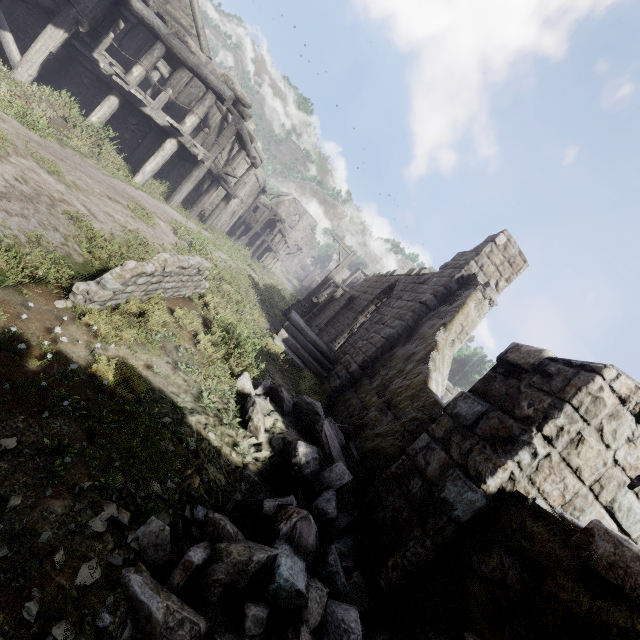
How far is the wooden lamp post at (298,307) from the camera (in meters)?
15.93

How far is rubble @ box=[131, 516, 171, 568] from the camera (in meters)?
2.52

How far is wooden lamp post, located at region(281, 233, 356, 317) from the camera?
15.93m

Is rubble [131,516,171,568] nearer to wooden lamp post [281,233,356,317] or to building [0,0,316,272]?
building [0,0,316,272]

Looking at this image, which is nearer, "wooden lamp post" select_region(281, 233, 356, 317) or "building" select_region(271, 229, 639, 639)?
"building" select_region(271, 229, 639, 639)

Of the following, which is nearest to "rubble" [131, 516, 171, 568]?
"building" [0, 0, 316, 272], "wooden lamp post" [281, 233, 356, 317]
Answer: "building" [0, 0, 316, 272]

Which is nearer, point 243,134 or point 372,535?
point 372,535

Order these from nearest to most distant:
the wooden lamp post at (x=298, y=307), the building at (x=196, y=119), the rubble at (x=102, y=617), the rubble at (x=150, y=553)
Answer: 1. the rubble at (x=102, y=617)
2. the rubble at (x=150, y=553)
3. the building at (x=196, y=119)
4. the wooden lamp post at (x=298, y=307)
